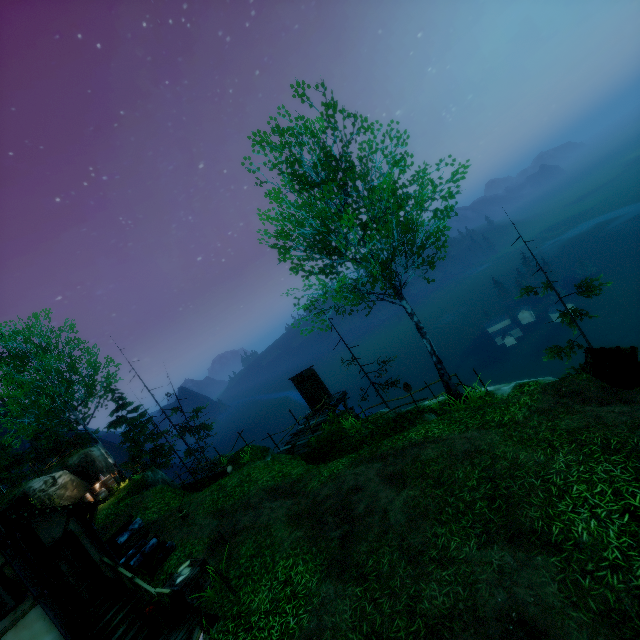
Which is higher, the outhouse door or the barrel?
the barrel

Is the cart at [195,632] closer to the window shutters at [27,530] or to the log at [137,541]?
the window shutters at [27,530]

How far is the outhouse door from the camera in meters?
19.7

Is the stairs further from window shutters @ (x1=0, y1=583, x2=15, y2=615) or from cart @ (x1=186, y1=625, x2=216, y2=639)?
cart @ (x1=186, y1=625, x2=216, y2=639)

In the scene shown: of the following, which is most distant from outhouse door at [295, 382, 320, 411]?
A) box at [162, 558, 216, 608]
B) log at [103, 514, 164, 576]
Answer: box at [162, 558, 216, 608]

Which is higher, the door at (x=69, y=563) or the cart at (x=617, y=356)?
the door at (x=69, y=563)

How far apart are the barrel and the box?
14.55m

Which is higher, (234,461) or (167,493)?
(167,493)
